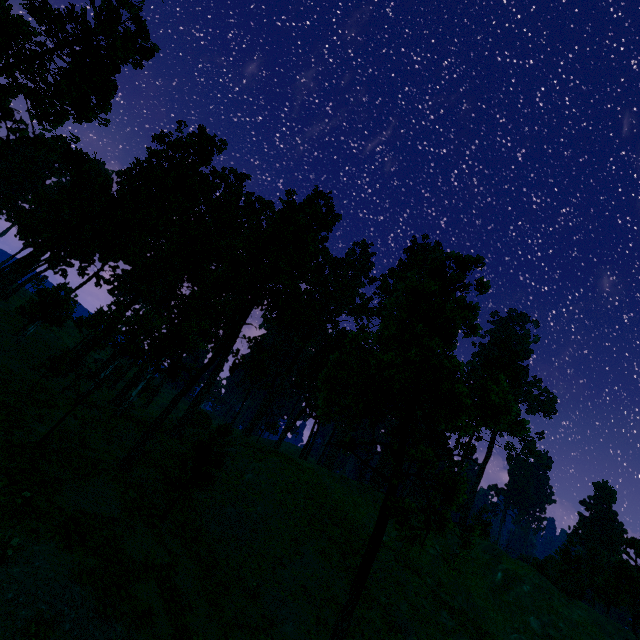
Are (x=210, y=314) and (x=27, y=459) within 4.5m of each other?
no

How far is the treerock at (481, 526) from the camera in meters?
9.5

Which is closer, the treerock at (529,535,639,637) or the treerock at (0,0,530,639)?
the treerock at (0,0,530,639)

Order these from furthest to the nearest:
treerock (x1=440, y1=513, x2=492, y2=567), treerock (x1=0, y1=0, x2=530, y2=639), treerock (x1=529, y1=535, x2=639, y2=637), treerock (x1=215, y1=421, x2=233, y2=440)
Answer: treerock (x1=529, y1=535, x2=639, y2=637) → treerock (x1=215, y1=421, x2=233, y2=440) → treerock (x1=0, y1=0, x2=530, y2=639) → treerock (x1=440, y1=513, x2=492, y2=567)

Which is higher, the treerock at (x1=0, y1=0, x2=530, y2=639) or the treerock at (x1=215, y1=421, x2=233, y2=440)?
the treerock at (x1=0, y1=0, x2=530, y2=639)

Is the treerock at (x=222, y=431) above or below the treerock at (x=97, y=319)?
below

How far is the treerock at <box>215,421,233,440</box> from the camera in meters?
20.7 m
